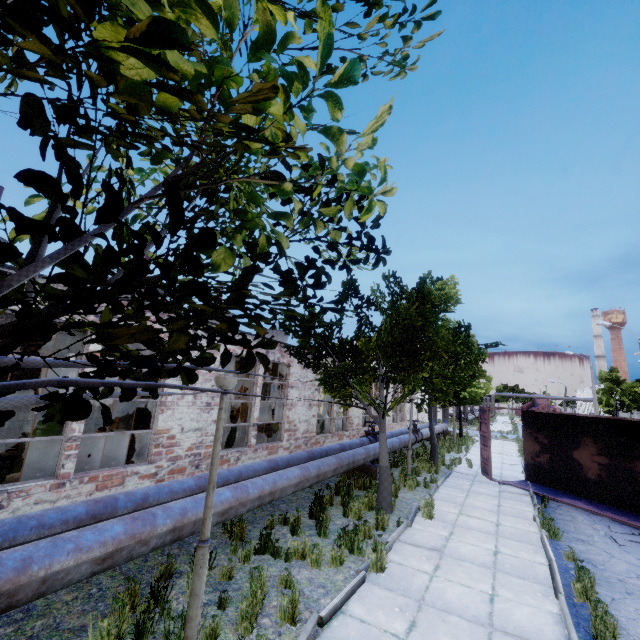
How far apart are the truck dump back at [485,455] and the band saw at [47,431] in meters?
14.7

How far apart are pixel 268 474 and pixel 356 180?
6.7m

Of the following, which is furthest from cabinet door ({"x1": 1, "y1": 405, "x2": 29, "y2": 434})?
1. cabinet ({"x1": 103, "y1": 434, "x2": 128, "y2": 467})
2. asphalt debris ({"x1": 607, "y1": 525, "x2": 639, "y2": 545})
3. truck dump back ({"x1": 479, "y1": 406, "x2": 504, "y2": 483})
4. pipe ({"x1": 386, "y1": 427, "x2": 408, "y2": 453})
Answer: asphalt debris ({"x1": 607, "y1": 525, "x2": 639, "y2": 545})

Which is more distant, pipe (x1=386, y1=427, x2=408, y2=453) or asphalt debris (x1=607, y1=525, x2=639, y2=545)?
pipe (x1=386, y1=427, x2=408, y2=453)

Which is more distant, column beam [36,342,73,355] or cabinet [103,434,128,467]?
Answer: column beam [36,342,73,355]

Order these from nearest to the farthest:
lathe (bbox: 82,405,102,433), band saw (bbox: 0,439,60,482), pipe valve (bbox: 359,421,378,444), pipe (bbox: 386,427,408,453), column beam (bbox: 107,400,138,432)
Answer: band saw (bbox: 0,439,60,482) < column beam (bbox: 107,400,138,432) < pipe (bbox: 386,427,408,453) < pipe valve (bbox: 359,421,378,444) < lathe (bbox: 82,405,102,433)

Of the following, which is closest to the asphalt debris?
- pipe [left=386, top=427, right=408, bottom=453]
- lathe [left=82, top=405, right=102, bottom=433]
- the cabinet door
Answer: pipe [left=386, top=427, right=408, bottom=453]

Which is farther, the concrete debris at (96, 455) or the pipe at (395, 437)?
the pipe at (395, 437)
